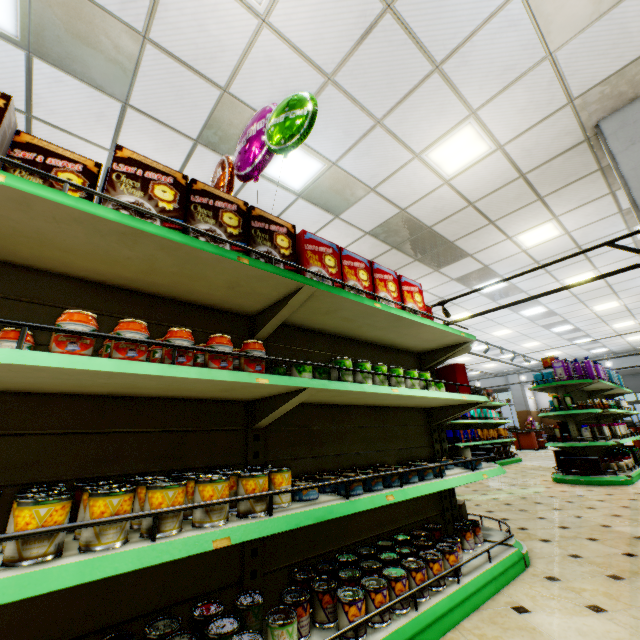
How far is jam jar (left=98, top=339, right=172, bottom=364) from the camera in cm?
122

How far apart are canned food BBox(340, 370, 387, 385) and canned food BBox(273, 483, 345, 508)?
0.6m

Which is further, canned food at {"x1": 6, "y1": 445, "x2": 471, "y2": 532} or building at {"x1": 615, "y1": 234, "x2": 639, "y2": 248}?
building at {"x1": 615, "y1": 234, "x2": 639, "y2": 248}

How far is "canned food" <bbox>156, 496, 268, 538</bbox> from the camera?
1.1m

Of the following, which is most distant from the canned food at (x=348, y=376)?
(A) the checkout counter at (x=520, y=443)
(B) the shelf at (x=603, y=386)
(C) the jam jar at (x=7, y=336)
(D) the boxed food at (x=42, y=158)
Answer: (A) the checkout counter at (x=520, y=443)

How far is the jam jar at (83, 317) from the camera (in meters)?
1.13

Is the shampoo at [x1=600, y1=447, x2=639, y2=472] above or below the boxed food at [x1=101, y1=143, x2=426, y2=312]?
below

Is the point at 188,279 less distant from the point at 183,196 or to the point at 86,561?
the point at 183,196
